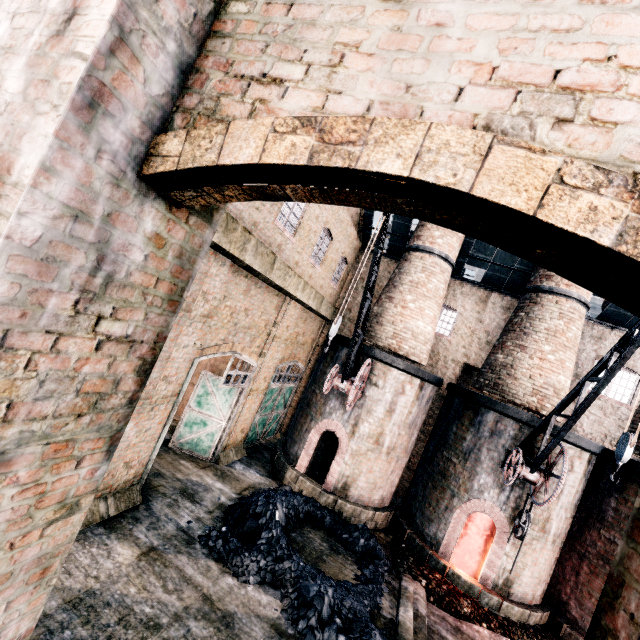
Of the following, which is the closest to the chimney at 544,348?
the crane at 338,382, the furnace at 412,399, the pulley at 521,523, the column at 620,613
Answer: the furnace at 412,399

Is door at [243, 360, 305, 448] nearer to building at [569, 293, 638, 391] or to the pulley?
building at [569, 293, 638, 391]

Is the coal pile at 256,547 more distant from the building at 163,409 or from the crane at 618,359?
the crane at 618,359

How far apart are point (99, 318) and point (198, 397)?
13.3m

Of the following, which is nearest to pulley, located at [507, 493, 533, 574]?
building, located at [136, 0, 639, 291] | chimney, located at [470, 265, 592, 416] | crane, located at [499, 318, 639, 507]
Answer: crane, located at [499, 318, 639, 507]

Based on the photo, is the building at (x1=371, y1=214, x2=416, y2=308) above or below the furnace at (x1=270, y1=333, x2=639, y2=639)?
above

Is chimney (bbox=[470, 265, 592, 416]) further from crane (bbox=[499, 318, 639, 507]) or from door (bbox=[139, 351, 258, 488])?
door (bbox=[139, 351, 258, 488])

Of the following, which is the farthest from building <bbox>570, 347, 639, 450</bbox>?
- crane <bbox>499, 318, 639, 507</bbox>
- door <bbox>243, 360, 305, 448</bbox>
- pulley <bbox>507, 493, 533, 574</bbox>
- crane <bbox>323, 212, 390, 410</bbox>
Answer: pulley <bbox>507, 493, 533, 574</bbox>
